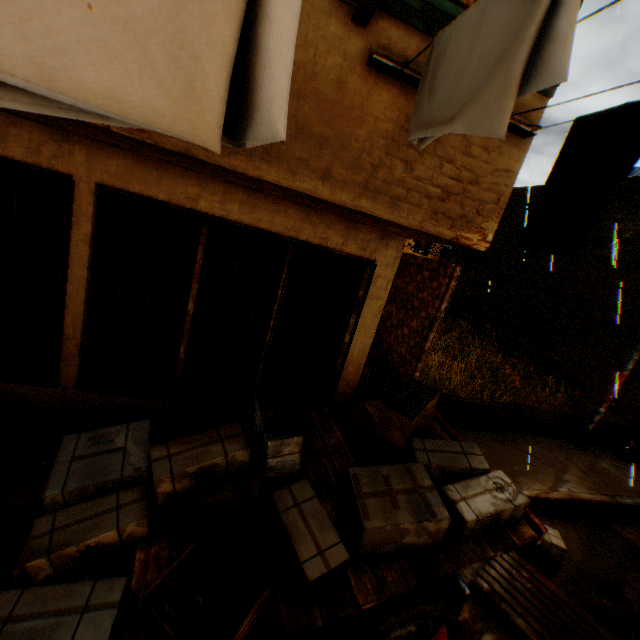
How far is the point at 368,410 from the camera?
4.2m

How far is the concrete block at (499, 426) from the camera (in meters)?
6.95

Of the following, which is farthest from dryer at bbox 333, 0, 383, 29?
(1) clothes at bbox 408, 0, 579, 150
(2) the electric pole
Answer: (2) the electric pole

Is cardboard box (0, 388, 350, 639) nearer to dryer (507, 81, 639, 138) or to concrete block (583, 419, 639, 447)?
concrete block (583, 419, 639, 447)

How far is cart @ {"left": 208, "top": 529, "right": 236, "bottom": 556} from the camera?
2.6m

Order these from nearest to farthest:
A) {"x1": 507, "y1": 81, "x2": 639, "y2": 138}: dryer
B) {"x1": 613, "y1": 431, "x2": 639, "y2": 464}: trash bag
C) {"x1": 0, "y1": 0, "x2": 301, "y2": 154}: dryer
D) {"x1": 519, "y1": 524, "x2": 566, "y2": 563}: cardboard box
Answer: {"x1": 0, "y1": 0, "x2": 301, "y2": 154}: dryer → {"x1": 507, "y1": 81, "x2": 639, "y2": 138}: dryer → {"x1": 519, "y1": 524, "x2": 566, "y2": 563}: cardboard box → {"x1": 613, "y1": 431, "x2": 639, "y2": 464}: trash bag

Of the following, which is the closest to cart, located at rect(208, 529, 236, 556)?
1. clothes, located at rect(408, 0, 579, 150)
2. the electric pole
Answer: clothes, located at rect(408, 0, 579, 150)

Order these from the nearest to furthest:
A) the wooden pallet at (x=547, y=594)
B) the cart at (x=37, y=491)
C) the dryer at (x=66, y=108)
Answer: the dryer at (x=66, y=108) < the cart at (x=37, y=491) < the wooden pallet at (x=547, y=594)
